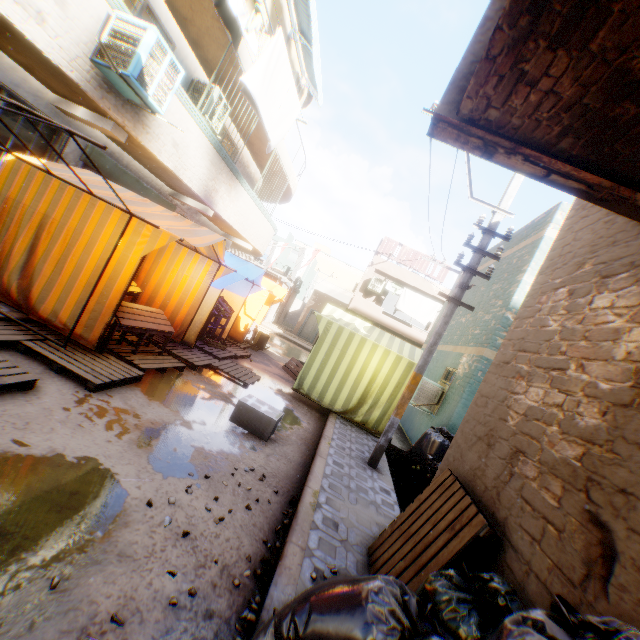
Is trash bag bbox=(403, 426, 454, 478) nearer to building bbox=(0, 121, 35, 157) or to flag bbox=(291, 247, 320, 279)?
building bbox=(0, 121, 35, 157)

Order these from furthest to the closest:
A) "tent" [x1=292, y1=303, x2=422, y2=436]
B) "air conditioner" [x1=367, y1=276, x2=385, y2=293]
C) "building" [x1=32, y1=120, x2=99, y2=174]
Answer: "air conditioner" [x1=367, y1=276, x2=385, y2=293] → "tent" [x1=292, y1=303, x2=422, y2=436] → "building" [x1=32, y1=120, x2=99, y2=174]

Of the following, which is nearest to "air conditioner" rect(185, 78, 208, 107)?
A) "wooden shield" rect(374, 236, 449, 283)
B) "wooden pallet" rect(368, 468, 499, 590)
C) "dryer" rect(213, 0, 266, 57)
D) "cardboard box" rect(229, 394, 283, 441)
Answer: "dryer" rect(213, 0, 266, 57)

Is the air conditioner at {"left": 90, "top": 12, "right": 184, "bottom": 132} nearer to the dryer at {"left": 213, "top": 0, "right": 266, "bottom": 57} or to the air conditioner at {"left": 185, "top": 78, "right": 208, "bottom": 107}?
the dryer at {"left": 213, "top": 0, "right": 266, "bottom": 57}

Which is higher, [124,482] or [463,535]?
[463,535]

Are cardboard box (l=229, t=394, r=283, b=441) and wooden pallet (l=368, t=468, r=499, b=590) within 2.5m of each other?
yes

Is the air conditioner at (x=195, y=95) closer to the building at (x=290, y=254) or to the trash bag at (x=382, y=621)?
the building at (x=290, y=254)

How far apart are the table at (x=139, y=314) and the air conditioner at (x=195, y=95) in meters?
4.7 m
